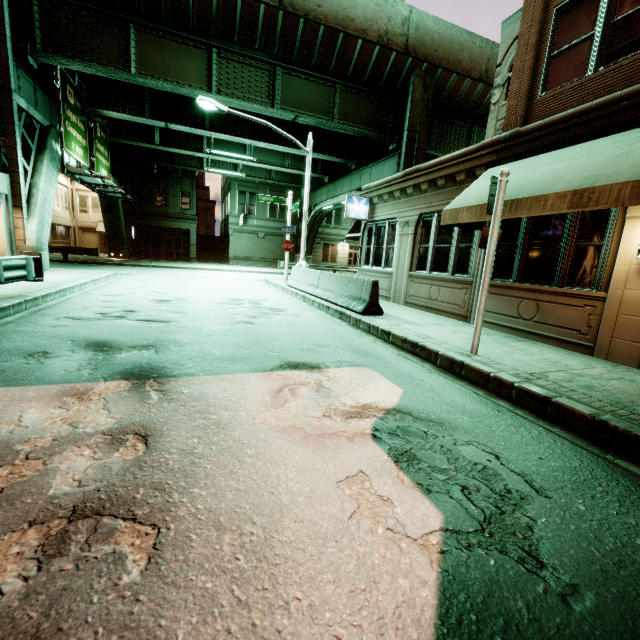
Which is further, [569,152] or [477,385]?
[569,152]

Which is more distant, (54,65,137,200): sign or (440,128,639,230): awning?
(54,65,137,200): sign

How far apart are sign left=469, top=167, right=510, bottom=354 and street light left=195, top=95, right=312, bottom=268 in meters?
11.5

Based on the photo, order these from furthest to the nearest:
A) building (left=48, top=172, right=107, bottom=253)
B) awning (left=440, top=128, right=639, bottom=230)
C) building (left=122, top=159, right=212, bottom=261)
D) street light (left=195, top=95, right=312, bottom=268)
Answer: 1. building (left=48, top=172, right=107, bottom=253)
2. building (left=122, top=159, right=212, bottom=261)
3. street light (left=195, top=95, right=312, bottom=268)
4. awning (left=440, top=128, right=639, bottom=230)

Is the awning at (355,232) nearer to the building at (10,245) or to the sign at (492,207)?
the sign at (492,207)

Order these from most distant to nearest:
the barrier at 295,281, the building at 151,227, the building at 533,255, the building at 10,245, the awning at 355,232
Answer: the building at 151,227, the awning at 355,232, the building at 10,245, the barrier at 295,281, the building at 533,255

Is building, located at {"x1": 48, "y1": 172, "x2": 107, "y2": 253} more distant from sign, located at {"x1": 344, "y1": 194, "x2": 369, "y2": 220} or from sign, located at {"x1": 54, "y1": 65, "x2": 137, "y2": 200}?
sign, located at {"x1": 344, "y1": 194, "x2": 369, "y2": 220}

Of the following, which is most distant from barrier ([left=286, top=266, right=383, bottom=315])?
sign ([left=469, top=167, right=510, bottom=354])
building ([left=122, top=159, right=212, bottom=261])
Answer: building ([left=122, top=159, right=212, bottom=261])
